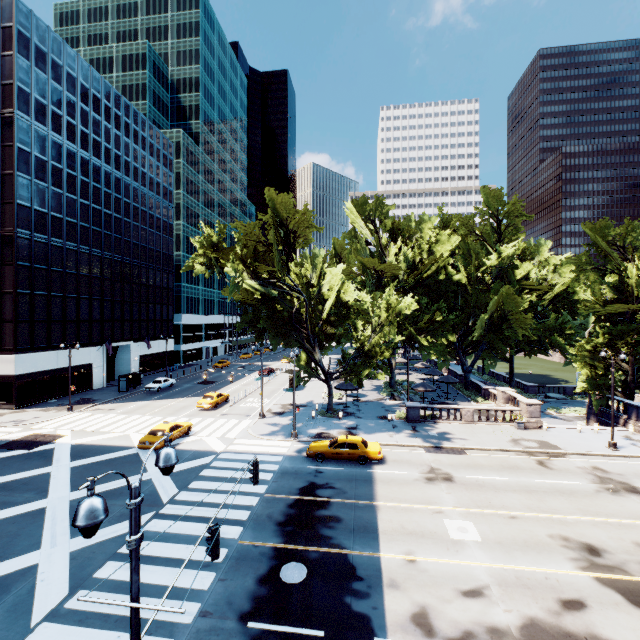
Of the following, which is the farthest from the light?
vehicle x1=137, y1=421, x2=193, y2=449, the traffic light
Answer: vehicle x1=137, y1=421, x2=193, y2=449

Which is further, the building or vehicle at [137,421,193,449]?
the building

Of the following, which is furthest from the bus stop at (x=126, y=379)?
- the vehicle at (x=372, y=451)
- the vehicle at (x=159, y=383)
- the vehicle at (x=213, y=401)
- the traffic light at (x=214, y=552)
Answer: the traffic light at (x=214, y=552)

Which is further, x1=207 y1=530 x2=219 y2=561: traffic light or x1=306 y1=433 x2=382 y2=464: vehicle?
x1=306 y1=433 x2=382 y2=464: vehicle

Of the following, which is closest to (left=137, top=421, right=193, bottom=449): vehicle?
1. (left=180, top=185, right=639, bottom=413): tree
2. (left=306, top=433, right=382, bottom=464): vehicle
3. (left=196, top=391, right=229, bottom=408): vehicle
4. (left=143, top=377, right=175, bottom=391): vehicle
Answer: (left=196, top=391, right=229, bottom=408): vehicle

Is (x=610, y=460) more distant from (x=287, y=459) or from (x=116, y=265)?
(x=116, y=265)

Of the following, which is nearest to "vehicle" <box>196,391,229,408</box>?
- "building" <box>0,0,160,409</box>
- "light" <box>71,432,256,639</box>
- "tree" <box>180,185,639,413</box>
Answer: "tree" <box>180,185,639,413</box>

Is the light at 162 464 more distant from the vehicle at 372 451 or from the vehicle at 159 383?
the vehicle at 159 383
